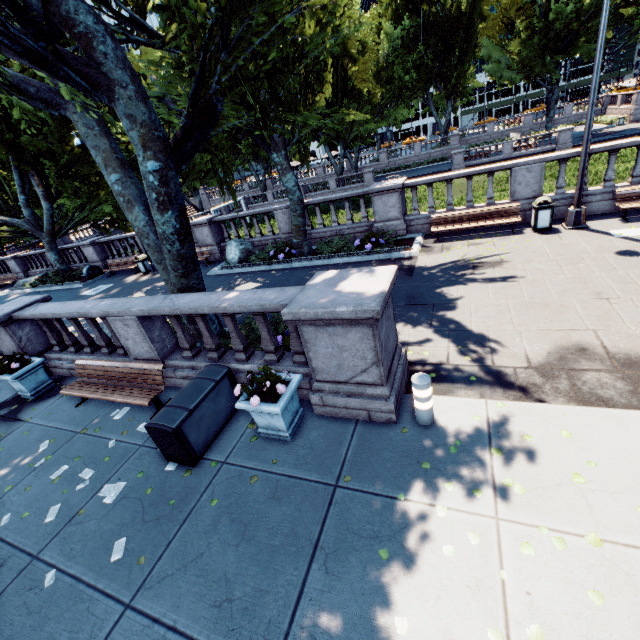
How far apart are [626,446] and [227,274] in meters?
14.2 m

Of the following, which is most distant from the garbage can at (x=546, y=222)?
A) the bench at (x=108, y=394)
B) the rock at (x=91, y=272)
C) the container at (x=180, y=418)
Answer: the rock at (x=91, y=272)

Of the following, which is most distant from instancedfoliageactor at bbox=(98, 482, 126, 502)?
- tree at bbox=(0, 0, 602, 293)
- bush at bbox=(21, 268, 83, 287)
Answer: bush at bbox=(21, 268, 83, 287)

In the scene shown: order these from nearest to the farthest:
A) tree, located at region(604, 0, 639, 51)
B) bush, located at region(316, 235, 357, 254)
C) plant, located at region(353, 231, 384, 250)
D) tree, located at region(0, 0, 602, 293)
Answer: tree, located at region(0, 0, 602, 293)
plant, located at region(353, 231, 384, 250)
bush, located at region(316, 235, 357, 254)
tree, located at region(604, 0, 639, 51)

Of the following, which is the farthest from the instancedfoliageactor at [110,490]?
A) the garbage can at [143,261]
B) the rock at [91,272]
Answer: the rock at [91,272]

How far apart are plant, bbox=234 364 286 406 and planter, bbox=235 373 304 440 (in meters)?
0.01

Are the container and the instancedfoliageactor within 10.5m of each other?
yes

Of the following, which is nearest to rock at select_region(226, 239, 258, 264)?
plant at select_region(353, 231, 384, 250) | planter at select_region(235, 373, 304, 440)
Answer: plant at select_region(353, 231, 384, 250)
